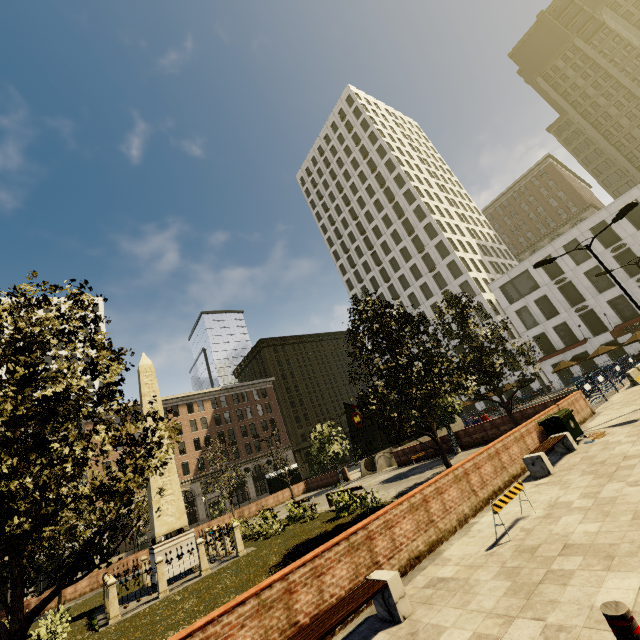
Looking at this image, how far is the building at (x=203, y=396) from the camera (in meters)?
48.41

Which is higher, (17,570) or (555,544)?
(17,570)

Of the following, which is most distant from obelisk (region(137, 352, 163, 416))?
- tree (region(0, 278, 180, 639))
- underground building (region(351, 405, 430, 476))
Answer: underground building (region(351, 405, 430, 476))

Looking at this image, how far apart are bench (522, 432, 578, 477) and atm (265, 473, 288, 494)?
30.37m

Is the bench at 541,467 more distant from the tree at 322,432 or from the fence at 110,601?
the fence at 110,601

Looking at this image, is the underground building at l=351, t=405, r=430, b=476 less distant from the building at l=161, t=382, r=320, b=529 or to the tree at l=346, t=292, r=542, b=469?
the tree at l=346, t=292, r=542, b=469

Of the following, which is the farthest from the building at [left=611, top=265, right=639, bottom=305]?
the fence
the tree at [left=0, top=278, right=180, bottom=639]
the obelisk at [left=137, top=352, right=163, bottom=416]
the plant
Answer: the obelisk at [left=137, top=352, right=163, bottom=416]

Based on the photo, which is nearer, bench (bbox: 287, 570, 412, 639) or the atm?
bench (bbox: 287, 570, 412, 639)
